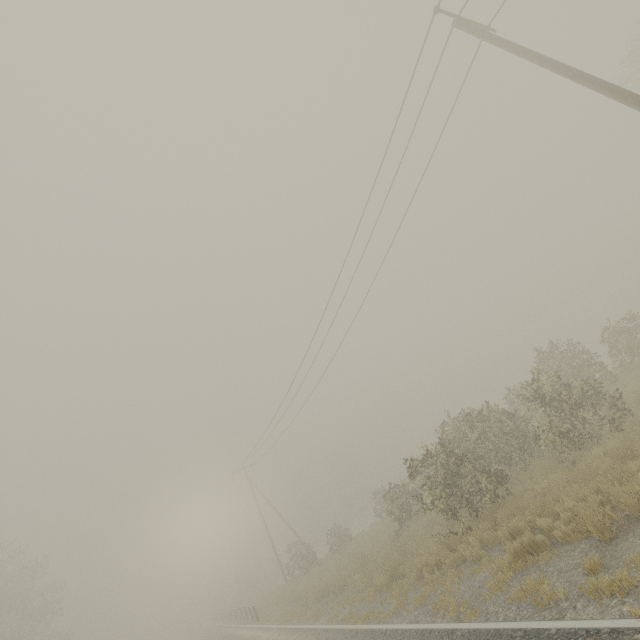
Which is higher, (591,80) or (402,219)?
(402,219)

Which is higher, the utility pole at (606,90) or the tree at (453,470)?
the utility pole at (606,90)

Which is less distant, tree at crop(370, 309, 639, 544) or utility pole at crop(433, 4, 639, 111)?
utility pole at crop(433, 4, 639, 111)

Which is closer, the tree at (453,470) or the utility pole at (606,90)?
the utility pole at (606,90)

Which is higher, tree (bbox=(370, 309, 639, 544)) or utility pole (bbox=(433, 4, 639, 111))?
utility pole (bbox=(433, 4, 639, 111))
